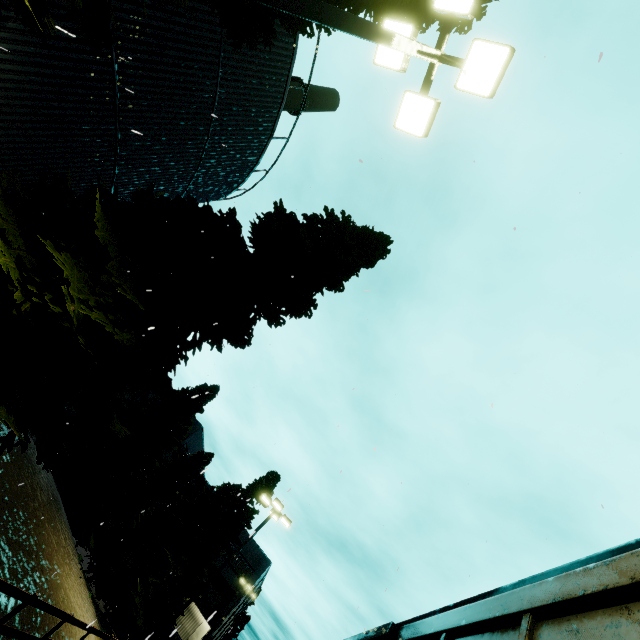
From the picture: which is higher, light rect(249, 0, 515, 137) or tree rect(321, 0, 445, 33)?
tree rect(321, 0, 445, 33)

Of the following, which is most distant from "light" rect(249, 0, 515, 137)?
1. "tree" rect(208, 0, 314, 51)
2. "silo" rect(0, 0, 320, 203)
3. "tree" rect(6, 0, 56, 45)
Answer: "silo" rect(0, 0, 320, 203)

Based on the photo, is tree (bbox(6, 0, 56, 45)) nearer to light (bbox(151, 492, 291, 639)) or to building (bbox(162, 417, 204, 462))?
light (bbox(151, 492, 291, 639))

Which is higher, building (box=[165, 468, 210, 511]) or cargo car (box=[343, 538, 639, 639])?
building (box=[165, 468, 210, 511])

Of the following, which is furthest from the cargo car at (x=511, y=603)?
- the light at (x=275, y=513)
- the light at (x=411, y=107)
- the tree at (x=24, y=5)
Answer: the light at (x=275, y=513)

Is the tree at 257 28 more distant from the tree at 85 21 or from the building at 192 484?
the building at 192 484

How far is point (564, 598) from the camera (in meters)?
2.13

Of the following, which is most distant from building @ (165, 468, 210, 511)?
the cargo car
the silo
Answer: the cargo car
